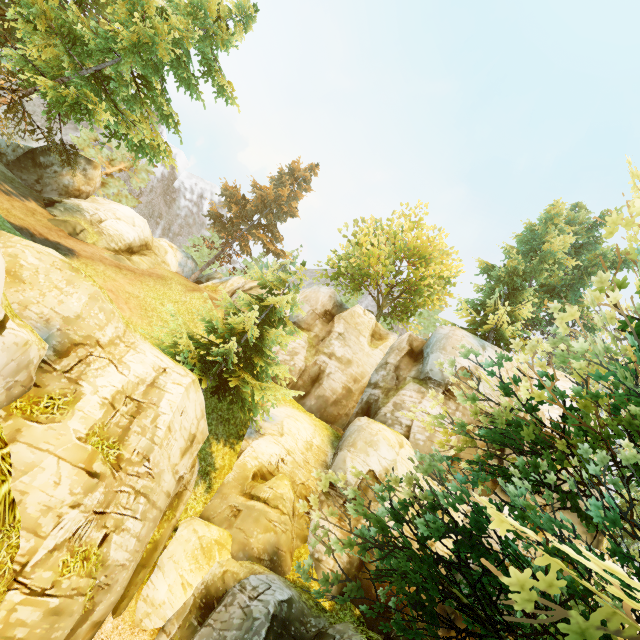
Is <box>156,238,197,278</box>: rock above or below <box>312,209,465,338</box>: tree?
below

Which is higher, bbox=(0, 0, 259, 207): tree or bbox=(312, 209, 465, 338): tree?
bbox=(312, 209, 465, 338): tree

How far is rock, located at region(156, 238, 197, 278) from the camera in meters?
31.2 m

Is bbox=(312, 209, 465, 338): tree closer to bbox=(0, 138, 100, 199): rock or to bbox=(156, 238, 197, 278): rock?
bbox=(156, 238, 197, 278): rock

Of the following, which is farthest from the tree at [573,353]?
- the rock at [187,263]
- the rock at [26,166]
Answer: the rock at [26,166]

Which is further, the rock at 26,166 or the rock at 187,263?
the rock at 187,263

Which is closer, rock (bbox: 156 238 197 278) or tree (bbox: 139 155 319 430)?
tree (bbox: 139 155 319 430)

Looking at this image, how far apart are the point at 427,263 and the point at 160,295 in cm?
2183
